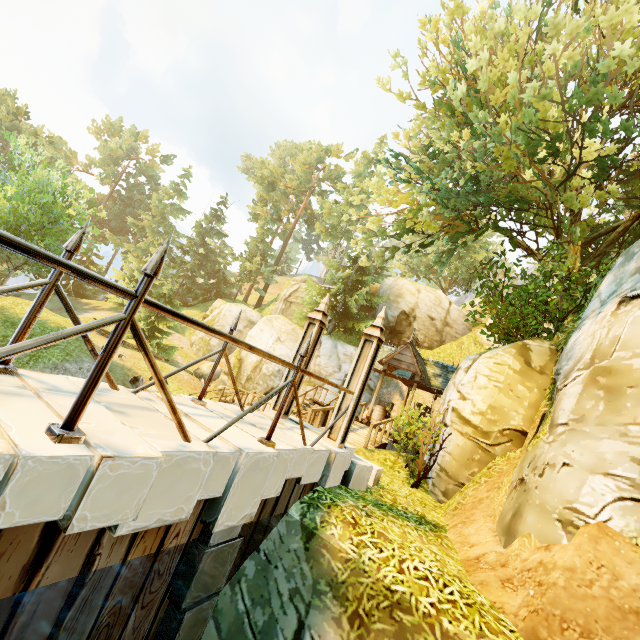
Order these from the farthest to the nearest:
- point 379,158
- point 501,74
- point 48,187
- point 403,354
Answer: point 48,187 < point 403,354 < point 379,158 < point 501,74

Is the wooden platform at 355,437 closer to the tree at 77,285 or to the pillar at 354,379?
the pillar at 354,379

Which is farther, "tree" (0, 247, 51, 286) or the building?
"tree" (0, 247, 51, 286)

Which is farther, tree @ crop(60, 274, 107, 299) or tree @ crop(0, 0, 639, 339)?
tree @ crop(60, 274, 107, 299)

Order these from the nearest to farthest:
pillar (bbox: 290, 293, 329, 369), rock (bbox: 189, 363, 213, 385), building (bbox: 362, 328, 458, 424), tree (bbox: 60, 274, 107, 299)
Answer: pillar (bbox: 290, 293, 329, 369) → building (bbox: 362, 328, 458, 424) → rock (bbox: 189, 363, 213, 385) → tree (bbox: 60, 274, 107, 299)

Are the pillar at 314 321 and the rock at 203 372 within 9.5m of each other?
no

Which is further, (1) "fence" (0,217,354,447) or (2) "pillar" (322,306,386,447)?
(2) "pillar" (322,306,386,447)

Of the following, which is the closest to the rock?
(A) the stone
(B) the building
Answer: (B) the building
